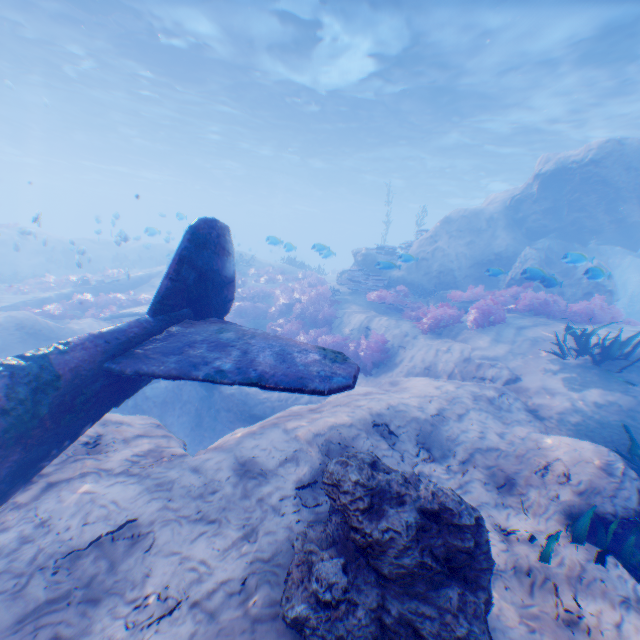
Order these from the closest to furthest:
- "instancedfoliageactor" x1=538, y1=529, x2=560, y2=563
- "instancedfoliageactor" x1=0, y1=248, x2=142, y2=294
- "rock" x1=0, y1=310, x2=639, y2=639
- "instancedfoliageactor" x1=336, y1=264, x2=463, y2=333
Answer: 1. "rock" x1=0, y1=310, x2=639, y2=639
2. "instancedfoliageactor" x1=538, y1=529, x2=560, y2=563
3. "instancedfoliageactor" x1=336, y1=264, x2=463, y2=333
4. "instancedfoliageactor" x1=0, y1=248, x2=142, y2=294

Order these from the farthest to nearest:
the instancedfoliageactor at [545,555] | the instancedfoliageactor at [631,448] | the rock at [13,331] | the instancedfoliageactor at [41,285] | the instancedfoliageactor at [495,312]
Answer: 1. the instancedfoliageactor at [41,285]
2. the rock at [13,331]
3. the instancedfoliageactor at [495,312]
4. the instancedfoliageactor at [631,448]
5. the instancedfoliageactor at [545,555]

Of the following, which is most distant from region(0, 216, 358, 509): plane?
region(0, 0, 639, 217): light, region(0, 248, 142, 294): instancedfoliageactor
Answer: region(0, 0, 639, 217): light

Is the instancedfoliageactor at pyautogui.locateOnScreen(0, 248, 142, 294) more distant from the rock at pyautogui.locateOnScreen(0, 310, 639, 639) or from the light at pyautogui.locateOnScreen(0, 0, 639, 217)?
the light at pyautogui.locateOnScreen(0, 0, 639, 217)

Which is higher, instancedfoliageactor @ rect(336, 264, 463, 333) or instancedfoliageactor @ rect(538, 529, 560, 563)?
instancedfoliageactor @ rect(336, 264, 463, 333)

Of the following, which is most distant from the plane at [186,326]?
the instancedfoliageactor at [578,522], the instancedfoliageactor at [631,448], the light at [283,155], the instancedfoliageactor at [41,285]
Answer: the light at [283,155]

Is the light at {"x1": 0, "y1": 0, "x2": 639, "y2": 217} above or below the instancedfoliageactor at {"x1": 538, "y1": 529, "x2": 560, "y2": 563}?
above

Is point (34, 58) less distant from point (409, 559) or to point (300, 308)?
point (300, 308)
